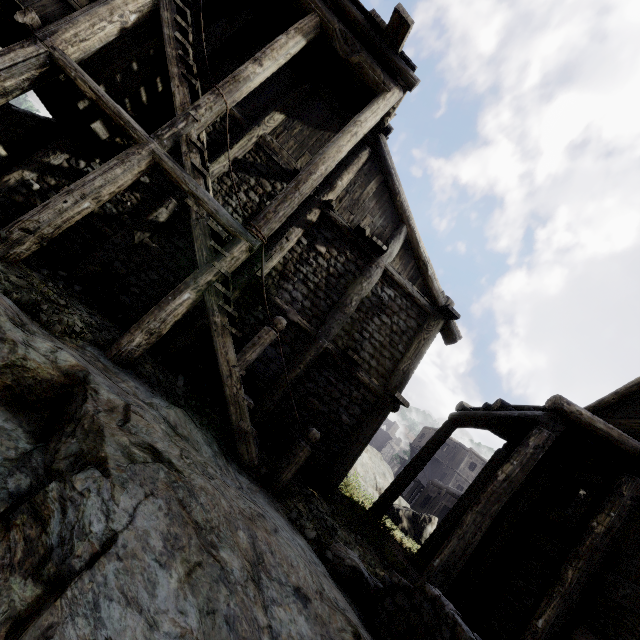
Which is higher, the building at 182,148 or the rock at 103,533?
the building at 182,148

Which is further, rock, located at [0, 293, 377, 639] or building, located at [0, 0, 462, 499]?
building, located at [0, 0, 462, 499]

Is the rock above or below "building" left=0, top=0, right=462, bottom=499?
below

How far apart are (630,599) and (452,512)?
5.56m
